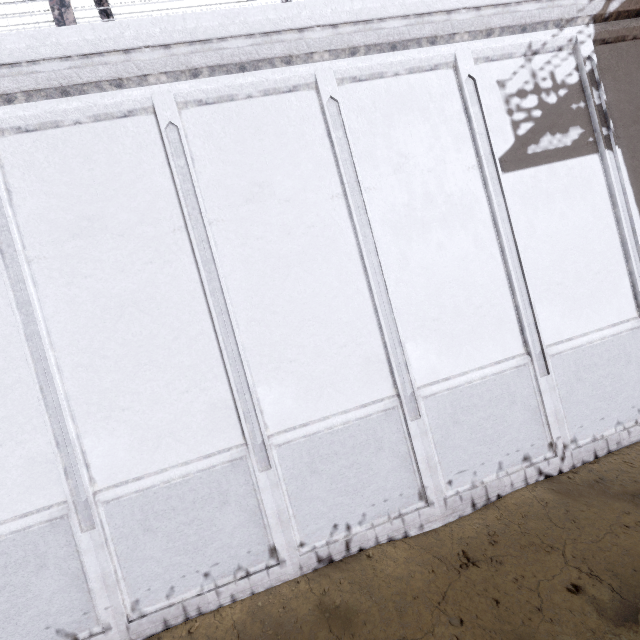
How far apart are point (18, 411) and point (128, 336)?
1.7m
